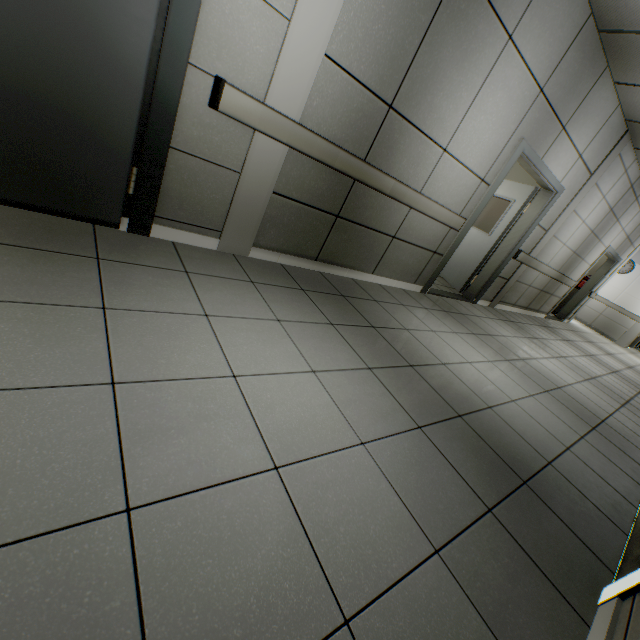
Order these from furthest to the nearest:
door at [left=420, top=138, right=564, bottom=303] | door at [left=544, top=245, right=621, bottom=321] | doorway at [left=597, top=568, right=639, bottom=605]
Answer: door at [left=544, top=245, right=621, bottom=321] → door at [left=420, top=138, right=564, bottom=303] → doorway at [left=597, top=568, right=639, bottom=605]

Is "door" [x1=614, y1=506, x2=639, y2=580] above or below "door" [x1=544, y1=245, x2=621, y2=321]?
below

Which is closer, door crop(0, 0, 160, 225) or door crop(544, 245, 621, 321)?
door crop(0, 0, 160, 225)

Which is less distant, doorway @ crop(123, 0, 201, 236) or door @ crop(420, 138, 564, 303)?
doorway @ crop(123, 0, 201, 236)

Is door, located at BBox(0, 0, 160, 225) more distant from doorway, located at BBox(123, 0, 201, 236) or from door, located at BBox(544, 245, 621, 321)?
door, located at BBox(544, 245, 621, 321)

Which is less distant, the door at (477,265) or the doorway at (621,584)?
the doorway at (621,584)

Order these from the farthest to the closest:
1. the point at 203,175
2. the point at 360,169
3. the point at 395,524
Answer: the point at 360,169
the point at 203,175
the point at 395,524

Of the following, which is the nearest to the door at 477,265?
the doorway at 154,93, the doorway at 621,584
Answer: the doorway at 621,584
